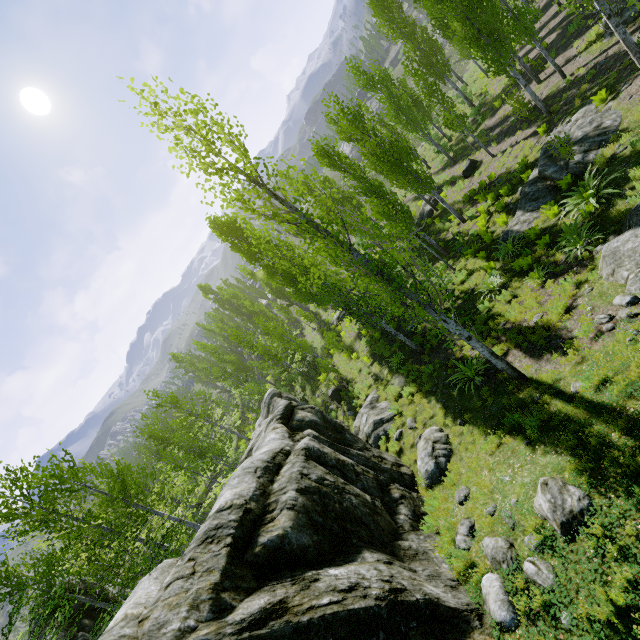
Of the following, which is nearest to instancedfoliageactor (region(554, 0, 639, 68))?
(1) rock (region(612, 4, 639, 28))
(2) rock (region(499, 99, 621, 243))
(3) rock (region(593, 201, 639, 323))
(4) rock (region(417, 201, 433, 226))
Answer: (1) rock (region(612, 4, 639, 28))

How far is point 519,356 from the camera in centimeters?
962cm

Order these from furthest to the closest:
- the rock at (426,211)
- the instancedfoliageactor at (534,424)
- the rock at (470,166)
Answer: the rock at (426,211)
the rock at (470,166)
the instancedfoliageactor at (534,424)

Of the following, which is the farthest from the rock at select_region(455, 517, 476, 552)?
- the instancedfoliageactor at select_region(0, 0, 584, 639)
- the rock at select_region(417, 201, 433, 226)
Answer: the rock at select_region(417, 201, 433, 226)

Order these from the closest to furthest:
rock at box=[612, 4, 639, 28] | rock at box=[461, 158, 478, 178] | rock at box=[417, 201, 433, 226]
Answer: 1. rock at box=[612, 4, 639, 28]
2. rock at box=[461, 158, 478, 178]
3. rock at box=[417, 201, 433, 226]

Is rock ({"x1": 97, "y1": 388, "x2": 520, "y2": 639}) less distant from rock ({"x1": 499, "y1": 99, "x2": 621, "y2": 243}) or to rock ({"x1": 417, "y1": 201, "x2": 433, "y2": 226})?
rock ({"x1": 499, "y1": 99, "x2": 621, "y2": 243})

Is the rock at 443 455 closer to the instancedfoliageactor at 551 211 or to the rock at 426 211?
the instancedfoliageactor at 551 211

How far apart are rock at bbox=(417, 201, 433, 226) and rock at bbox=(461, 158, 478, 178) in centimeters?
275cm
